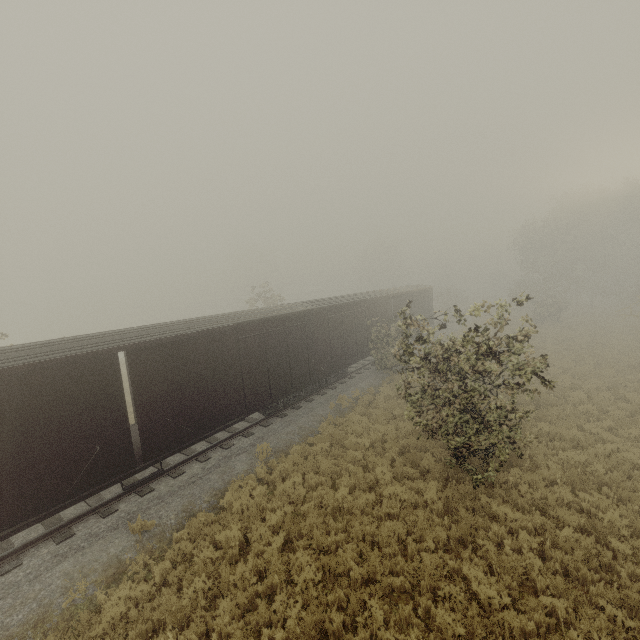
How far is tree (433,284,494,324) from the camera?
8.10m

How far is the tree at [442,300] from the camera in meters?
8.1 m

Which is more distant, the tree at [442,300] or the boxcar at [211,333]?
the tree at [442,300]

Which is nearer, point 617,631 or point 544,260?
point 617,631

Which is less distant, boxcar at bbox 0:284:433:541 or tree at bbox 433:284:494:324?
boxcar at bbox 0:284:433:541
